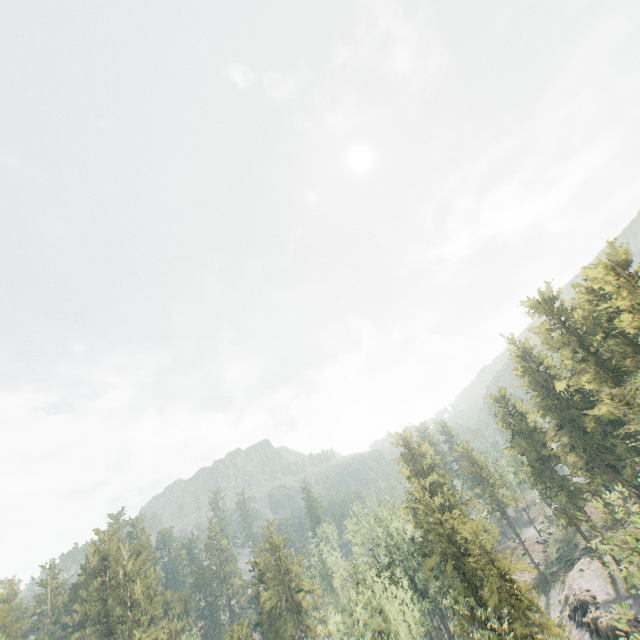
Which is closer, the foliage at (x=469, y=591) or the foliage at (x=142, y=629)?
the foliage at (x=469, y=591)

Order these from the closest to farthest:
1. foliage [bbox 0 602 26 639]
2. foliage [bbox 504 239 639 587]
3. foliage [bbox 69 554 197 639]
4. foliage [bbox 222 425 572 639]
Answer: foliage [bbox 504 239 639 587] → foliage [bbox 222 425 572 639] → foliage [bbox 0 602 26 639] → foliage [bbox 69 554 197 639]

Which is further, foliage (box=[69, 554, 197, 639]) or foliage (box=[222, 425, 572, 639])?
foliage (box=[69, 554, 197, 639])

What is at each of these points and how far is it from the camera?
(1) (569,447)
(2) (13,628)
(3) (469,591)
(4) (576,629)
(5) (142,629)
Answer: (1) foliage, 54.8m
(2) foliage, 52.8m
(3) foliage, 38.1m
(4) rock, 44.9m
(5) foliage, 55.8m
